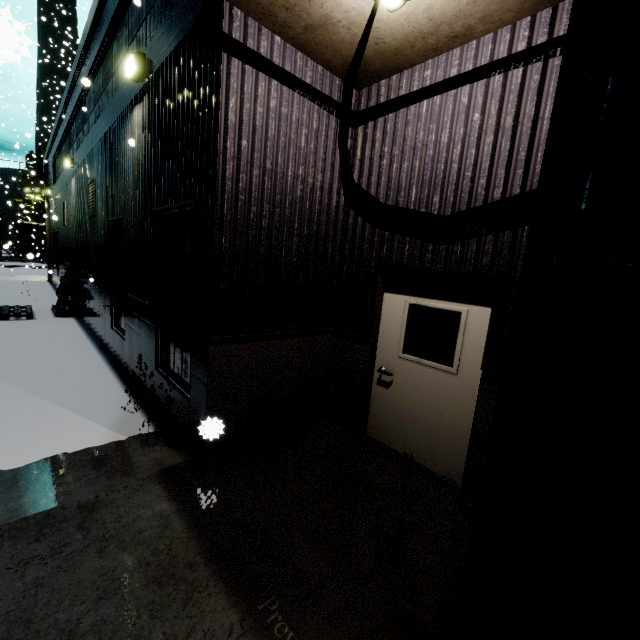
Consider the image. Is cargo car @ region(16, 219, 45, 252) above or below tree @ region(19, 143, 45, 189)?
below

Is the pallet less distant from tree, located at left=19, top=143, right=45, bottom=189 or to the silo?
the silo

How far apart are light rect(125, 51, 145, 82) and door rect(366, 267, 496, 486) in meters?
4.9 m

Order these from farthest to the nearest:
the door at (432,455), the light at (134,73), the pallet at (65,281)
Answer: the pallet at (65,281)
the light at (134,73)
the door at (432,455)

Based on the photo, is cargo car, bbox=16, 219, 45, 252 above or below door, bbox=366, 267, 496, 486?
above

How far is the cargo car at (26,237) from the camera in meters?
41.9

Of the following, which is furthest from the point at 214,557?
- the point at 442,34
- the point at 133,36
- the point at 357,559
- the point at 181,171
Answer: the point at 133,36

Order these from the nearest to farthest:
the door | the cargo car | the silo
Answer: the door < the cargo car < the silo
